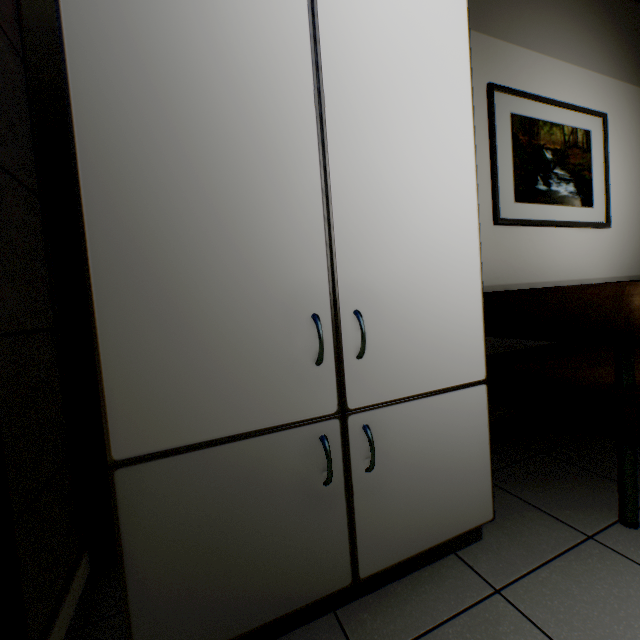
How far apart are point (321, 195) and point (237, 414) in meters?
0.7

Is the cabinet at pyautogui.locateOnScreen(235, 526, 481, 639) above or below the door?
below

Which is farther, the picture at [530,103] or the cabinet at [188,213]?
the picture at [530,103]

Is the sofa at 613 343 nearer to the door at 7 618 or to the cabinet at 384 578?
the cabinet at 384 578

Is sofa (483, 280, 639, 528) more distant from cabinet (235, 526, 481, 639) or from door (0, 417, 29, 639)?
door (0, 417, 29, 639)

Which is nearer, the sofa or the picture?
the sofa

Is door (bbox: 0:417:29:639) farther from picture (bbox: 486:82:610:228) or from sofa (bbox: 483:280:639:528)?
picture (bbox: 486:82:610:228)

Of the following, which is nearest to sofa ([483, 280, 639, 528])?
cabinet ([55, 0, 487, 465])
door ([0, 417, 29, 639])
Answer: cabinet ([55, 0, 487, 465])
